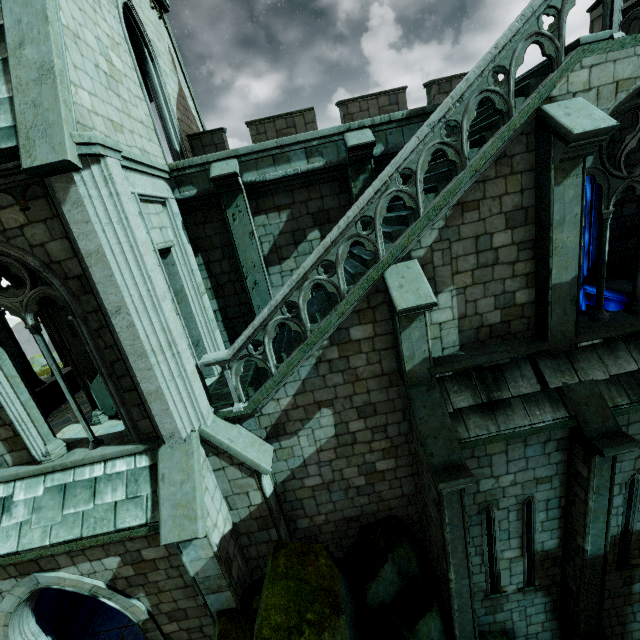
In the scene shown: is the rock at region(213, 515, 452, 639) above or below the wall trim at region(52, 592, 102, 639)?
above

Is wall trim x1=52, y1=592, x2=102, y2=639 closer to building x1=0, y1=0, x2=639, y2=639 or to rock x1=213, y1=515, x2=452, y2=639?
building x1=0, y1=0, x2=639, y2=639

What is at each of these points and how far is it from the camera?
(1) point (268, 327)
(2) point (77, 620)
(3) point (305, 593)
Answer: (1) building, 6.65m
(2) wall trim, 10.30m
(3) rock, 6.13m

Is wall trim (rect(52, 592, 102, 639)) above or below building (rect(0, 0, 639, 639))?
below

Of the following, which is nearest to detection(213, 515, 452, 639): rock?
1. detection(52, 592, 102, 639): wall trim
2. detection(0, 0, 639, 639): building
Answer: detection(0, 0, 639, 639): building

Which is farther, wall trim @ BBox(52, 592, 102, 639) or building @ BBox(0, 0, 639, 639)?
wall trim @ BBox(52, 592, 102, 639)

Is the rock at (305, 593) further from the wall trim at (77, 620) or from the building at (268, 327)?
the wall trim at (77, 620)
